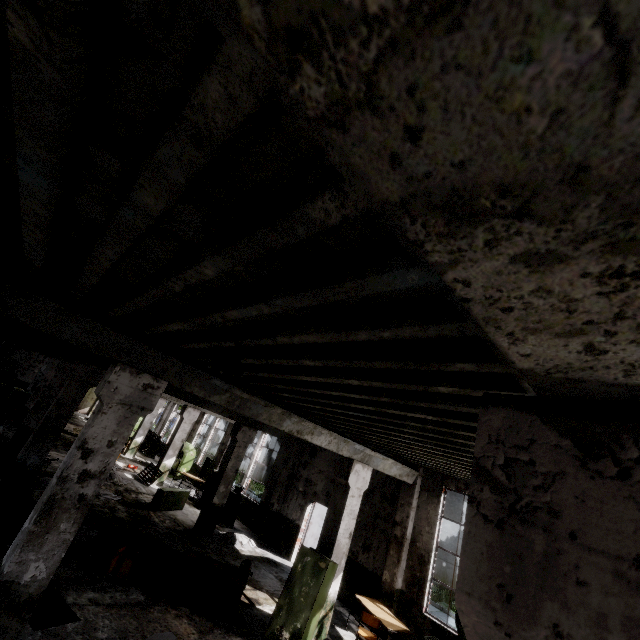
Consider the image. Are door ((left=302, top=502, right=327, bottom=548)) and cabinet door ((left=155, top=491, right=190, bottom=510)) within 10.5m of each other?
yes

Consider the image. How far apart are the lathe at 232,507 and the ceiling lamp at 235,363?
12.6m

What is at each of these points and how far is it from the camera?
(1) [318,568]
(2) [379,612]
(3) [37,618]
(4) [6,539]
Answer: (1) cabinet door, 7.1 meters
(2) table, 8.1 meters
(3) cabinet door, 5.1 meters
(4) concrete debris, 6.8 meters

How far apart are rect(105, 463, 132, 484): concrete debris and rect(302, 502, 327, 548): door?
8.1m

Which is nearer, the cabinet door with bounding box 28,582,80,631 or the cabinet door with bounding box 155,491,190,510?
the cabinet door with bounding box 28,582,80,631

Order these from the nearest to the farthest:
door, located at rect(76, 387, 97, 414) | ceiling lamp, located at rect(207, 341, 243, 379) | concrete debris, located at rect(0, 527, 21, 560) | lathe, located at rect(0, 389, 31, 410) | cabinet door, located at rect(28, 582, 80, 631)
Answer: ceiling lamp, located at rect(207, 341, 243, 379)
cabinet door, located at rect(28, 582, 80, 631)
concrete debris, located at rect(0, 527, 21, 560)
lathe, located at rect(0, 389, 31, 410)
door, located at rect(76, 387, 97, 414)

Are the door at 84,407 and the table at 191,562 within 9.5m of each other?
no

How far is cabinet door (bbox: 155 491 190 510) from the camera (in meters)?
12.30
